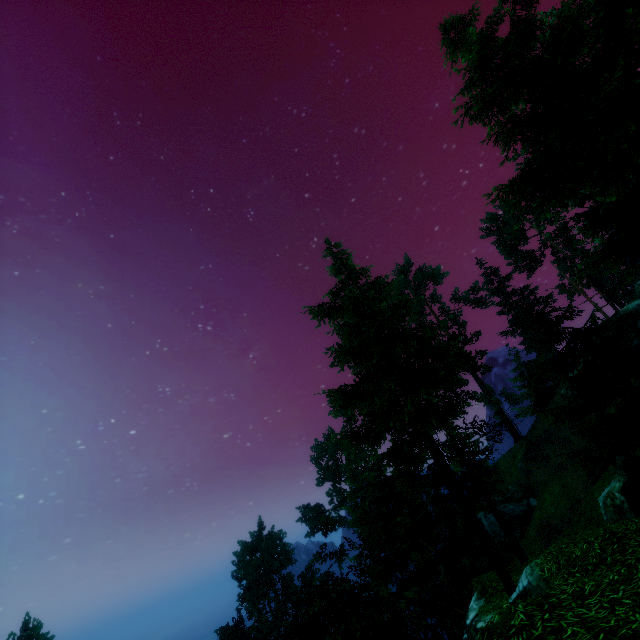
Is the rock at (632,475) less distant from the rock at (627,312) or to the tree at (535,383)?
the tree at (535,383)

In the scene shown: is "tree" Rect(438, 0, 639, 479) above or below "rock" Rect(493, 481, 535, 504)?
above

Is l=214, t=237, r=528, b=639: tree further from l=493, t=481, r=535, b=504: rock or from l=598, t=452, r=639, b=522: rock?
l=493, t=481, r=535, b=504: rock

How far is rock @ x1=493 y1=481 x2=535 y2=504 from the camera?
34.0m

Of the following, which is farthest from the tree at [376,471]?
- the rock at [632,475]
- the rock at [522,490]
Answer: the rock at [522,490]

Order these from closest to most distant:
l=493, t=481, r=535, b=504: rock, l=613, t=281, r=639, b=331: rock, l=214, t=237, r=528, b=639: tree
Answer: l=214, t=237, r=528, b=639: tree, l=613, t=281, r=639, b=331: rock, l=493, t=481, r=535, b=504: rock

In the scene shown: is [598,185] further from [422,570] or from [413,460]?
[422,570]
